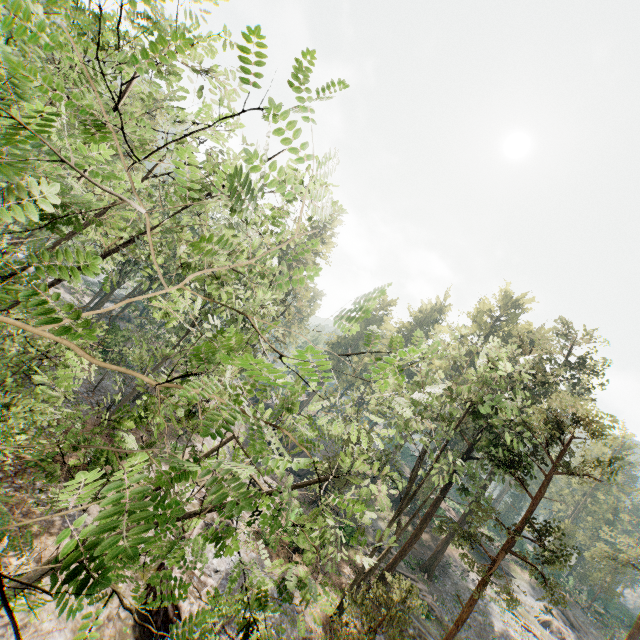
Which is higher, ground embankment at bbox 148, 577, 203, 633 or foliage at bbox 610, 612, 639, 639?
foliage at bbox 610, 612, 639, 639

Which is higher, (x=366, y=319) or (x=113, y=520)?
(x=366, y=319)

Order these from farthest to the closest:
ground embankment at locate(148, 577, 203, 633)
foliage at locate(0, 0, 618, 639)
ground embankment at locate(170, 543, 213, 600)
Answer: ground embankment at locate(170, 543, 213, 600) < ground embankment at locate(148, 577, 203, 633) < foliage at locate(0, 0, 618, 639)

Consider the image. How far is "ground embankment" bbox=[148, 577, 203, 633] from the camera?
13.1 meters

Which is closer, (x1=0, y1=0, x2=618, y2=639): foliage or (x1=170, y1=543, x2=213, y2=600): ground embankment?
(x1=0, y1=0, x2=618, y2=639): foliage

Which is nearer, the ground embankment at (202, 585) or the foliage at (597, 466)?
the ground embankment at (202, 585)

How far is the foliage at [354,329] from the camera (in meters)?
2.45

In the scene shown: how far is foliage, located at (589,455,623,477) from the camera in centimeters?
1644cm
